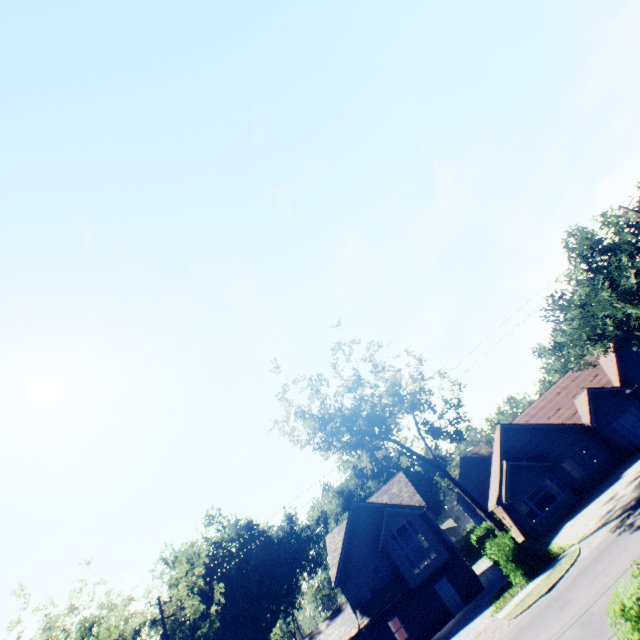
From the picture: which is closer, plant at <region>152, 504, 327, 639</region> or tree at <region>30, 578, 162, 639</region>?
tree at <region>30, 578, 162, 639</region>

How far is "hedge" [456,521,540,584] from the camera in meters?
18.7

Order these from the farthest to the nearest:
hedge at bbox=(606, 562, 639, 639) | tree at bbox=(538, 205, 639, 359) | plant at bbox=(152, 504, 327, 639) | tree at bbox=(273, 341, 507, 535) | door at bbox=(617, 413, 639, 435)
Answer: plant at bbox=(152, 504, 327, 639)
door at bbox=(617, 413, 639, 435)
tree at bbox=(538, 205, 639, 359)
tree at bbox=(273, 341, 507, 535)
hedge at bbox=(606, 562, 639, 639)

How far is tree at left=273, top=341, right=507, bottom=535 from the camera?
22.78m

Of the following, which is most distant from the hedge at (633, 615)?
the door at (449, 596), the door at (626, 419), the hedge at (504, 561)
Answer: the door at (626, 419)

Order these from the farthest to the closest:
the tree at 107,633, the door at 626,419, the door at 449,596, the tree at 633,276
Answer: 1. the door at 626,419
2. the door at 449,596
3. the tree at 633,276
4. the tree at 107,633

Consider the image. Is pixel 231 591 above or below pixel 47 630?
below

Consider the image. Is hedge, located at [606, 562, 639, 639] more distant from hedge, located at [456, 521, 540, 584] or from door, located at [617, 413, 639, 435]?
door, located at [617, 413, 639, 435]
